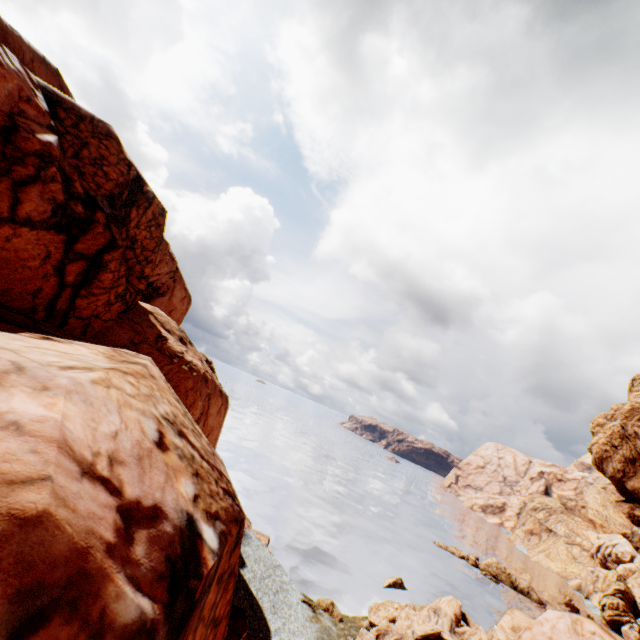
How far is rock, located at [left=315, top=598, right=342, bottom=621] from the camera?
27.4 meters

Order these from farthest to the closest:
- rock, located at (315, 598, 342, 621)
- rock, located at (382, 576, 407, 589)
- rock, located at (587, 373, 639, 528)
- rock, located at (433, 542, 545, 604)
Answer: rock, located at (433, 542, 545, 604) → rock, located at (587, 373, 639, 528) → rock, located at (382, 576, 407, 589) → rock, located at (315, 598, 342, 621)

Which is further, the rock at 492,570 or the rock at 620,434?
the rock at 492,570

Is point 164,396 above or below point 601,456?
below

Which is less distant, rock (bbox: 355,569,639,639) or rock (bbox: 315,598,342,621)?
rock (bbox: 355,569,639,639)

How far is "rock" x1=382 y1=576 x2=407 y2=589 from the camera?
36.81m

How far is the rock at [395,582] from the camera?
36.81m
